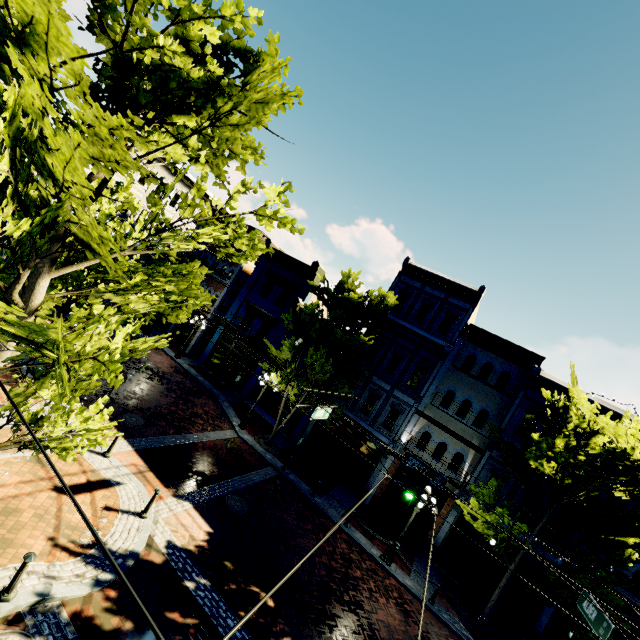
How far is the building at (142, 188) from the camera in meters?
27.3

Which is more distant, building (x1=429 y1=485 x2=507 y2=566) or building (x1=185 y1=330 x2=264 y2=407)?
building (x1=185 y1=330 x2=264 y2=407)

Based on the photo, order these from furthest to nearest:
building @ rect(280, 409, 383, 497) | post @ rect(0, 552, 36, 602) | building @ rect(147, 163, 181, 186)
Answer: building @ rect(147, 163, 181, 186) → building @ rect(280, 409, 383, 497) → post @ rect(0, 552, 36, 602)

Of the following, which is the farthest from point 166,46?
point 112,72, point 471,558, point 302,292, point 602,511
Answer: point 471,558

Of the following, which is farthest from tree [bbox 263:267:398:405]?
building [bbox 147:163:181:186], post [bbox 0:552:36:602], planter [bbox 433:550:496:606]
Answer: planter [bbox 433:550:496:606]

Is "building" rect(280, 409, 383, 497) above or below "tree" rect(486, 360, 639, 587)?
below

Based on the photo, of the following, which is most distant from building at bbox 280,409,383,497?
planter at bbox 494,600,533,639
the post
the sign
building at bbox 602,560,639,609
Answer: the post
